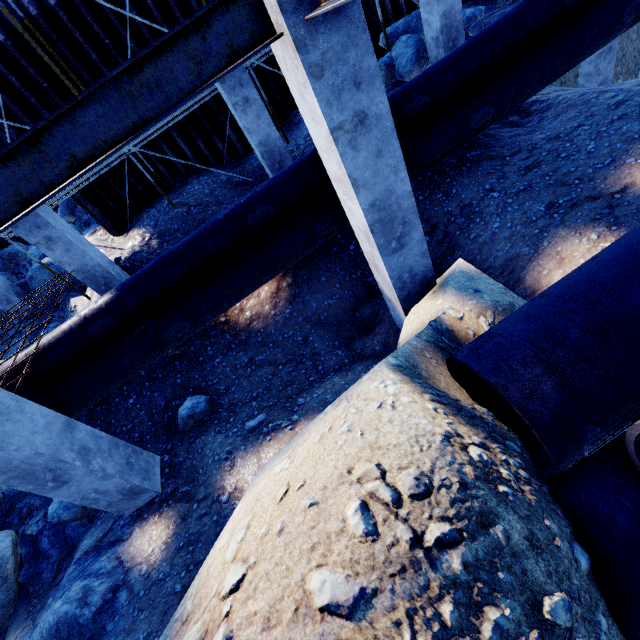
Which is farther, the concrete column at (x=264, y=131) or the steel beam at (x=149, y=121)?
the concrete column at (x=264, y=131)

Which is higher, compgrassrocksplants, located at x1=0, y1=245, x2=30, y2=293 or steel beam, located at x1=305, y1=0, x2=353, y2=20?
steel beam, located at x1=305, y1=0, x2=353, y2=20

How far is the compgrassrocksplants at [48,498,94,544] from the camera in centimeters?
563cm

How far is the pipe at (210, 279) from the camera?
5.4m

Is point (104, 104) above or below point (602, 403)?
above

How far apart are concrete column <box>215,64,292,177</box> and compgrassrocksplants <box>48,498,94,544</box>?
7.0m

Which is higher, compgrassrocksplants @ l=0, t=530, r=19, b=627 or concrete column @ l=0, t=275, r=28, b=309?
concrete column @ l=0, t=275, r=28, b=309

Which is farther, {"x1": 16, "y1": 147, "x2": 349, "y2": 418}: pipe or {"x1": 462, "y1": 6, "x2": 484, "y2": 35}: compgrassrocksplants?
{"x1": 462, "y1": 6, "x2": 484, "y2": 35}: compgrassrocksplants
